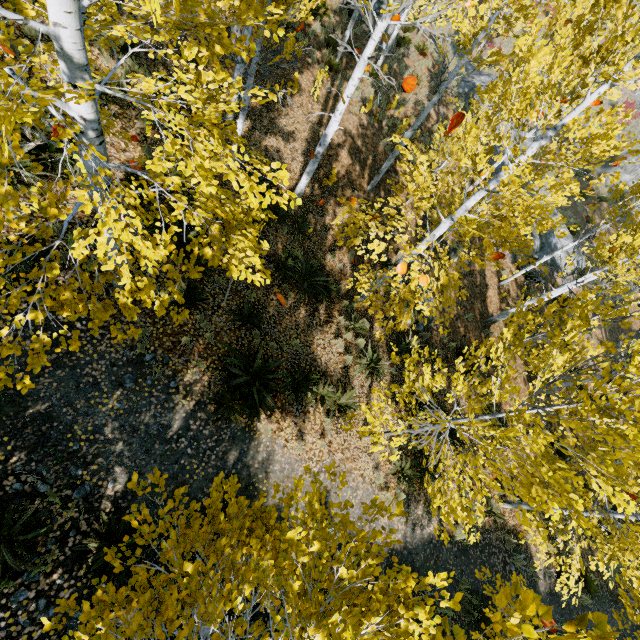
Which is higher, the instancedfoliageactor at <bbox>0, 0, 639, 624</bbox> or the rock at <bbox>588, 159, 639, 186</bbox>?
the instancedfoliageactor at <bbox>0, 0, 639, 624</bbox>

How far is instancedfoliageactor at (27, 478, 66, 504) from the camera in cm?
464

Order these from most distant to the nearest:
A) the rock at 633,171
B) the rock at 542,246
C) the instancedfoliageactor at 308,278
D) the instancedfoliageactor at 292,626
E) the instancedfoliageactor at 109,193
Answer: the rock at 633,171 < the rock at 542,246 < the instancedfoliageactor at 308,278 < the instancedfoliageactor at 109,193 < the instancedfoliageactor at 292,626

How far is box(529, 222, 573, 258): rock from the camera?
18.9m

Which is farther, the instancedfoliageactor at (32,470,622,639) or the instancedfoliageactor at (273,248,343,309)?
the instancedfoliageactor at (273,248,343,309)

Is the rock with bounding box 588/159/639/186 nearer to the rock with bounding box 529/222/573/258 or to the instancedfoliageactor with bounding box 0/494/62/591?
the instancedfoliageactor with bounding box 0/494/62/591

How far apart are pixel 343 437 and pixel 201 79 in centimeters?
739cm

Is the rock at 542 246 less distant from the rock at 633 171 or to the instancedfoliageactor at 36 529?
the instancedfoliageactor at 36 529
